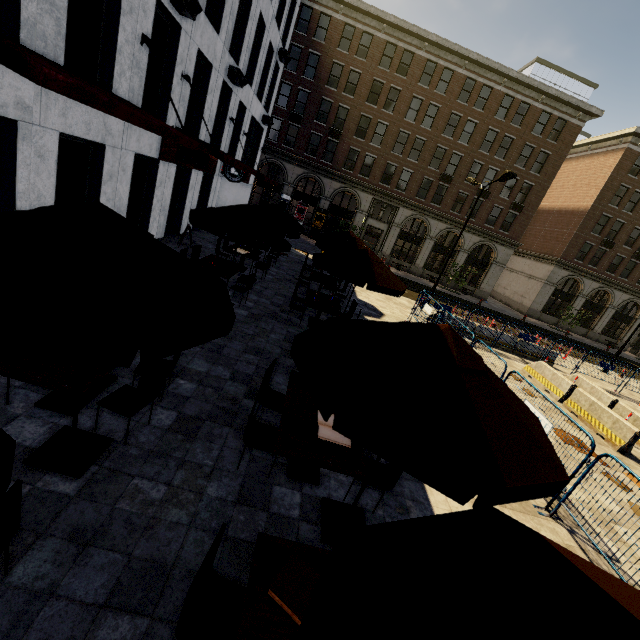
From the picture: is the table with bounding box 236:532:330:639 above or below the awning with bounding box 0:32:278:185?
below

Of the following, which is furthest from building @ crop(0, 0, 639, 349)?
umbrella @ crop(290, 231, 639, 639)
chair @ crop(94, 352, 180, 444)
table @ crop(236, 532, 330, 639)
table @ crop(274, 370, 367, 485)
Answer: table @ crop(236, 532, 330, 639)

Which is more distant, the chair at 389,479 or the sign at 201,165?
the sign at 201,165

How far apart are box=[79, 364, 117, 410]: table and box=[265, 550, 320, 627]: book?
2.9 meters

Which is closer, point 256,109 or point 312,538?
point 312,538

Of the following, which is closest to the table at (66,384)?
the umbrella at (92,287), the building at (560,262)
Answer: the umbrella at (92,287)

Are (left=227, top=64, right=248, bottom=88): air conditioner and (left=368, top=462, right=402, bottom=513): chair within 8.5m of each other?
no

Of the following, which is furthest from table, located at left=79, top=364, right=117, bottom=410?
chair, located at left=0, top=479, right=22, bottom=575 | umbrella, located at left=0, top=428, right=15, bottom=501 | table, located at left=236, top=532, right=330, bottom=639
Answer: table, located at left=236, top=532, right=330, bottom=639
